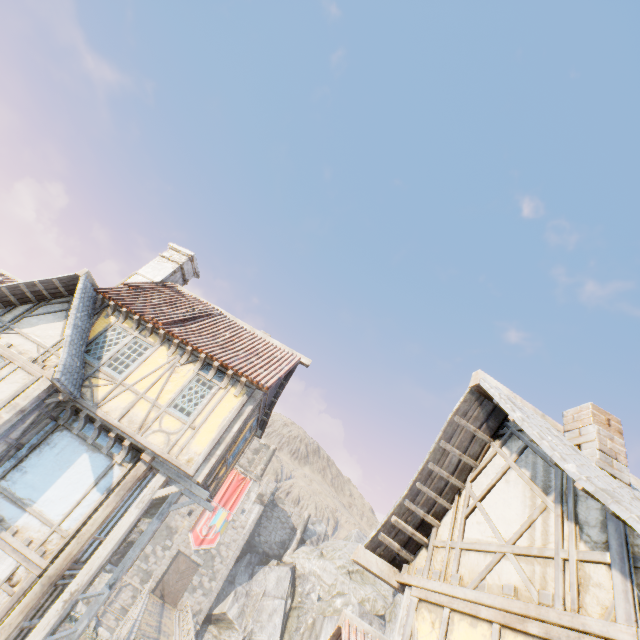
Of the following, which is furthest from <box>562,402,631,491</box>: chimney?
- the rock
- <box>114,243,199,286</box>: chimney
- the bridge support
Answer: the bridge support

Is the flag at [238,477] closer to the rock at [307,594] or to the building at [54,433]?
the building at [54,433]

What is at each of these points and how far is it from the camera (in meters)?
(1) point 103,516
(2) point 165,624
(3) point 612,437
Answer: (1) wooden structure, 7.88
(2) bridge support, 25.88
(3) chimney, 4.74

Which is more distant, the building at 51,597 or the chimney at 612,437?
the building at 51,597

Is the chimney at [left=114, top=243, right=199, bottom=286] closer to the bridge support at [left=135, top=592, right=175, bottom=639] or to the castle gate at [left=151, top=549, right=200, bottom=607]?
the bridge support at [left=135, top=592, right=175, bottom=639]

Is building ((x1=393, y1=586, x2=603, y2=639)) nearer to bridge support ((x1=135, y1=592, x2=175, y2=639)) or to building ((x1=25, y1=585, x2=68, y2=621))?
building ((x1=25, y1=585, x2=68, y2=621))

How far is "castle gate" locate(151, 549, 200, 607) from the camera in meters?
32.7 m

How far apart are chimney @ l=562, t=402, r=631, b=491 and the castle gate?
42.1 meters
